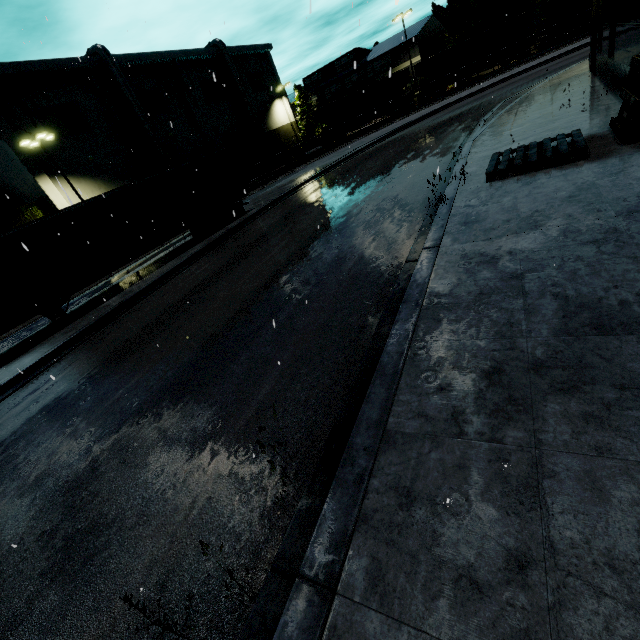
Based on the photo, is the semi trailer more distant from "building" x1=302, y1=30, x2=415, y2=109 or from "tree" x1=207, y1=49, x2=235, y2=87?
"tree" x1=207, y1=49, x2=235, y2=87

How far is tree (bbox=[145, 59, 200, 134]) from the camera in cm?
3588

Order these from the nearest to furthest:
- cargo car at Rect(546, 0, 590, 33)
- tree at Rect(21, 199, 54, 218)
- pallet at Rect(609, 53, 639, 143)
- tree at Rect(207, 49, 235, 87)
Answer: pallet at Rect(609, 53, 639, 143) < tree at Rect(21, 199, 54, 218) < cargo car at Rect(546, 0, 590, 33) < tree at Rect(207, 49, 235, 87)

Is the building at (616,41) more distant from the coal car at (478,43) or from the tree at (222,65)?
the coal car at (478,43)

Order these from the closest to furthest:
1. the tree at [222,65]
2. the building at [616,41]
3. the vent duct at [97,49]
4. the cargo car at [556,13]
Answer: the building at [616,41]
the vent duct at [97,49]
the cargo car at [556,13]
the tree at [222,65]

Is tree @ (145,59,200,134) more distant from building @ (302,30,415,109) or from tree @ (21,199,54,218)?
tree @ (21,199,54,218)

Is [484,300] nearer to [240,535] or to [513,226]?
[513,226]
